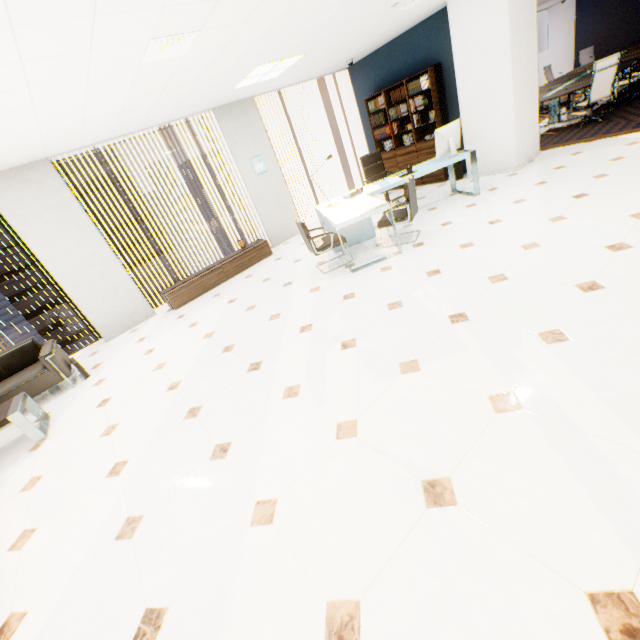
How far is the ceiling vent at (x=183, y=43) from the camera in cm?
291

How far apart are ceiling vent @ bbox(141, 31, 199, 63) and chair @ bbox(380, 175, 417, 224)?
2.9 meters

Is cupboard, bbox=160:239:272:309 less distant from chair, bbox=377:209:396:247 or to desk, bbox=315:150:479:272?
desk, bbox=315:150:479:272

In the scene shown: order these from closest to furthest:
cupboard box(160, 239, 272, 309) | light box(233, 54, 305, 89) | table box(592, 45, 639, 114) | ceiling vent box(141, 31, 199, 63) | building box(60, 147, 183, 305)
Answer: ceiling vent box(141, 31, 199, 63)
light box(233, 54, 305, 89)
cupboard box(160, 239, 272, 309)
table box(592, 45, 639, 114)
building box(60, 147, 183, 305)

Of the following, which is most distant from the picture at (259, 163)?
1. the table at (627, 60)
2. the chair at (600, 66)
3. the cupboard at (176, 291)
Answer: the chair at (600, 66)

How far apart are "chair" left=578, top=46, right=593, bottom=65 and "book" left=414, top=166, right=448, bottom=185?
9.5 meters

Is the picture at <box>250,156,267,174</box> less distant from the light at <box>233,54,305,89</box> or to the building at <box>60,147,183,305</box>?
the light at <box>233,54,305,89</box>

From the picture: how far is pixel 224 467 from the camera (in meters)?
2.42
